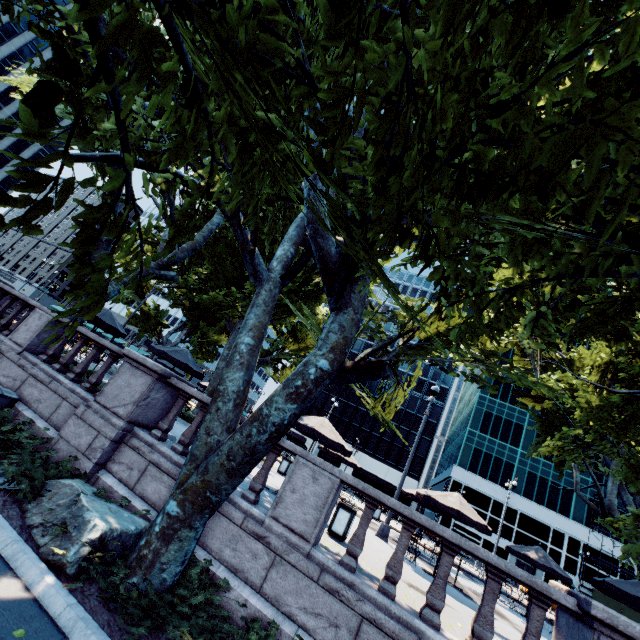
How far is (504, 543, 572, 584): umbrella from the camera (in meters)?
14.32

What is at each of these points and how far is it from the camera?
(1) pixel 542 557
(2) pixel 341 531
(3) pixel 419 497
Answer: (1) umbrella, 15.0m
(2) garbage can, 8.8m
(3) umbrella, 12.7m

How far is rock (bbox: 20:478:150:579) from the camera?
4.6m

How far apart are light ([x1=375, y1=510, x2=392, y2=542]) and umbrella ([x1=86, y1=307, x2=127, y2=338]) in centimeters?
1538cm

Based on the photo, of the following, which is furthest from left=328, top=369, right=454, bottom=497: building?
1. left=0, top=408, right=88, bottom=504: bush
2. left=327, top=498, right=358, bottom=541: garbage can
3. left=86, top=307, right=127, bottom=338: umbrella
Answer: left=0, top=408, right=88, bottom=504: bush

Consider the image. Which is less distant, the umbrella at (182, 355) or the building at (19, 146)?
the umbrella at (182, 355)

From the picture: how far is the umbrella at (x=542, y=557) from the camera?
14.3 meters

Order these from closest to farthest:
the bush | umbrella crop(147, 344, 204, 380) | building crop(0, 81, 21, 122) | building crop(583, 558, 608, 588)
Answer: the bush, umbrella crop(147, 344, 204, 380), building crop(583, 558, 608, 588), building crop(0, 81, 21, 122)
